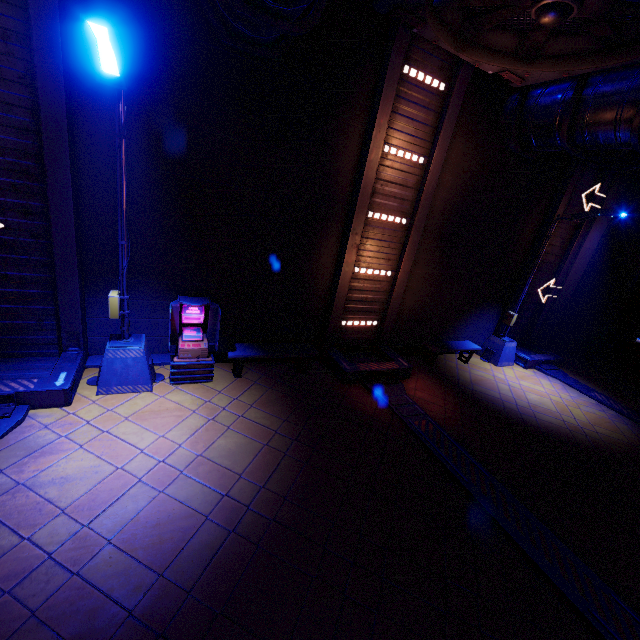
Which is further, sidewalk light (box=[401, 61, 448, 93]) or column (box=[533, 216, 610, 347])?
column (box=[533, 216, 610, 347])

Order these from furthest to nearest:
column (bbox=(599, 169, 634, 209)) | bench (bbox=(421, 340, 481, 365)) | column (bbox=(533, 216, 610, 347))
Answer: column (bbox=(533, 216, 610, 347))
column (bbox=(599, 169, 634, 209))
bench (bbox=(421, 340, 481, 365))

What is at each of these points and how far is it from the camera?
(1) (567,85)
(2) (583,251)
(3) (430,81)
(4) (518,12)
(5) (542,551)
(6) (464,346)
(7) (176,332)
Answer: (1) walkway, 8.3m
(2) column, 13.6m
(3) sidewalk light, 8.2m
(4) vent, 5.9m
(5) tunnel, 5.4m
(6) bench, 11.9m
(7) atm, 7.5m

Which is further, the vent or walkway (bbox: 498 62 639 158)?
walkway (bbox: 498 62 639 158)

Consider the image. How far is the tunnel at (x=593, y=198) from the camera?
12.68m

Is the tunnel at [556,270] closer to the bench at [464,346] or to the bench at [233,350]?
the bench at [464,346]

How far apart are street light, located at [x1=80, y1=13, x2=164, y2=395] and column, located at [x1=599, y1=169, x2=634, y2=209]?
15.8 meters

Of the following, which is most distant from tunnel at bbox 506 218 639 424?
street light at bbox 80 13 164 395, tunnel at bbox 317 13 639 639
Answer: street light at bbox 80 13 164 395
